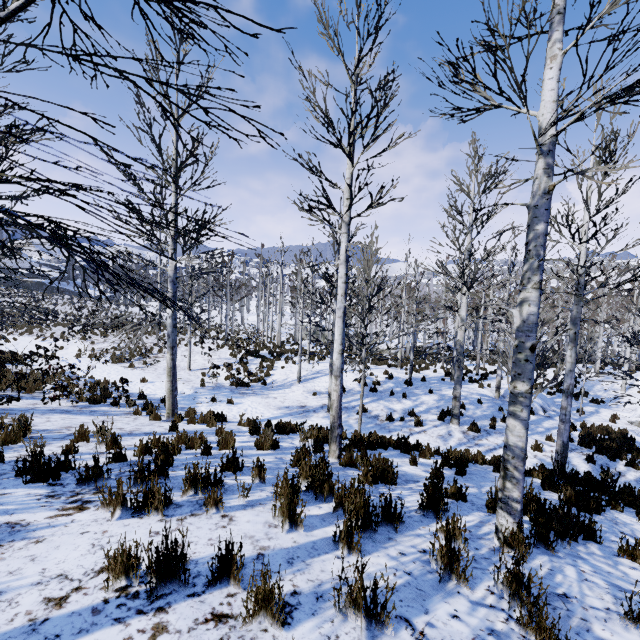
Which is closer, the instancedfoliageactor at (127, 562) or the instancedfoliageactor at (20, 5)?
the instancedfoliageactor at (20, 5)

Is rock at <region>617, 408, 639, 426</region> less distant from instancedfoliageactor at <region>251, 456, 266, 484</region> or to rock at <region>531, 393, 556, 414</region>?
instancedfoliageactor at <region>251, 456, 266, 484</region>

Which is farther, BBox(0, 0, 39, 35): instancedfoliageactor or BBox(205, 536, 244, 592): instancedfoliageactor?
BBox(205, 536, 244, 592): instancedfoliageactor

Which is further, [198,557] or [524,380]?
[524,380]

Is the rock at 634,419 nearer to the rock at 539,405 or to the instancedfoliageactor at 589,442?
the instancedfoliageactor at 589,442

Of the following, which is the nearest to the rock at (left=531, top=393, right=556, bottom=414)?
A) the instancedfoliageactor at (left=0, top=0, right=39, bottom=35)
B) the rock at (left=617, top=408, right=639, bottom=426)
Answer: the instancedfoliageactor at (left=0, top=0, right=39, bottom=35)

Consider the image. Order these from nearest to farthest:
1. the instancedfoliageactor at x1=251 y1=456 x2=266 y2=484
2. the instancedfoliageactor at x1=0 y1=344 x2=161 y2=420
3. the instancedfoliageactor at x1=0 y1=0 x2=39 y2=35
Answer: the instancedfoliageactor at x1=0 y1=0 x2=39 y2=35, the instancedfoliageactor at x1=251 y1=456 x2=266 y2=484, the instancedfoliageactor at x1=0 y1=344 x2=161 y2=420

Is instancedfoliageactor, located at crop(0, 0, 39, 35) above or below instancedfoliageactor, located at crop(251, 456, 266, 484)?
above
